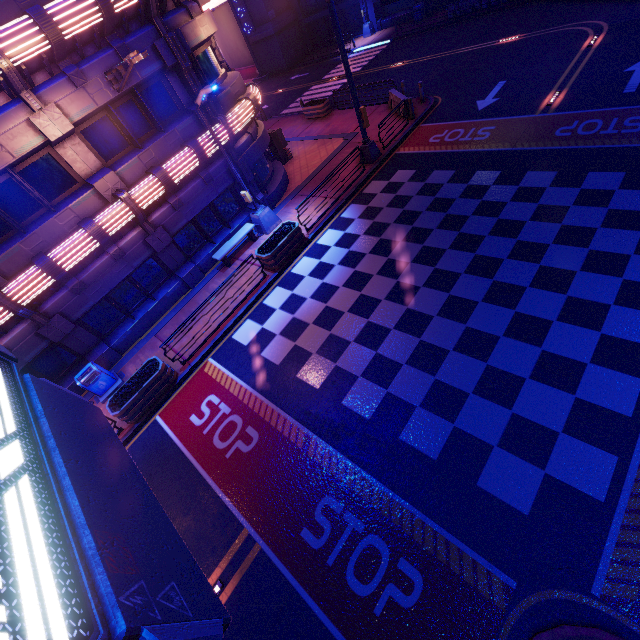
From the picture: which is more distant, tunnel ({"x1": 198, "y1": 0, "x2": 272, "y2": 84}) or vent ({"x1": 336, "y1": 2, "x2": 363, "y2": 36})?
tunnel ({"x1": 198, "y1": 0, "x2": 272, "y2": 84})

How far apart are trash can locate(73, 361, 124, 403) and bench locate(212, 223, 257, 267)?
6.1m

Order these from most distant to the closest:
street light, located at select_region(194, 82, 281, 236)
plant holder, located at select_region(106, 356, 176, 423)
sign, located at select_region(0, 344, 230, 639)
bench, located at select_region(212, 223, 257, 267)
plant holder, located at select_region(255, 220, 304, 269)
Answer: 1. bench, located at select_region(212, 223, 257, 267)
2. plant holder, located at select_region(255, 220, 304, 269)
3. street light, located at select_region(194, 82, 281, 236)
4. plant holder, located at select_region(106, 356, 176, 423)
5. sign, located at select_region(0, 344, 230, 639)

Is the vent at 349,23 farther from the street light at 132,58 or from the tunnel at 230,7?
the street light at 132,58

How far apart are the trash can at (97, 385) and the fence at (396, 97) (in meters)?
19.23

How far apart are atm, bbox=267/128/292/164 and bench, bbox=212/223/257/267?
7.06m

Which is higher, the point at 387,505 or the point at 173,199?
the point at 173,199

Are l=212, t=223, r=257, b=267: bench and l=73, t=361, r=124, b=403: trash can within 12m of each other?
yes
